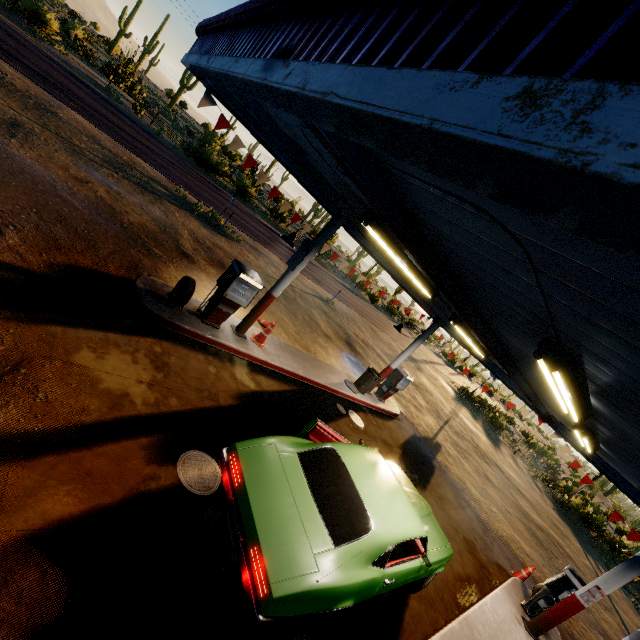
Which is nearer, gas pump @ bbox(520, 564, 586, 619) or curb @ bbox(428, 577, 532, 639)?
curb @ bbox(428, 577, 532, 639)

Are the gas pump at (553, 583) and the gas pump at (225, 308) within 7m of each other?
no

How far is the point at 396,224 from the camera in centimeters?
343cm

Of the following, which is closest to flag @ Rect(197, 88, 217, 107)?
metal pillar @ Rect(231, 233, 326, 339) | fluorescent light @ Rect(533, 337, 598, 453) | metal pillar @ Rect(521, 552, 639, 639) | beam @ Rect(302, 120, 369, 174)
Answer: beam @ Rect(302, 120, 369, 174)

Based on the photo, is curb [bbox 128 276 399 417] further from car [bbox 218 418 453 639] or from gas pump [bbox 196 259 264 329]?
car [bbox 218 418 453 639]

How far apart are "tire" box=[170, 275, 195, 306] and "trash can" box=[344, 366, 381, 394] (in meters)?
6.37

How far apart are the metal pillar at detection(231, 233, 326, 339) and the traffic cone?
10.59m

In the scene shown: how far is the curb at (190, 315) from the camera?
6.44m
